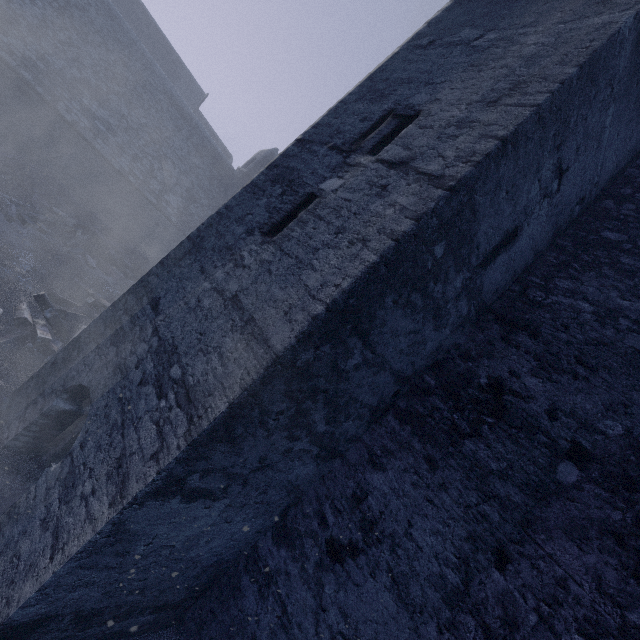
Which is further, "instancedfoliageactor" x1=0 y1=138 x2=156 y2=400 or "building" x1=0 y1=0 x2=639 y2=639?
"instancedfoliageactor" x1=0 y1=138 x2=156 y2=400

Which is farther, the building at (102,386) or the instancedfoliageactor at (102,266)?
the instancedfoliageactor at (102,266)

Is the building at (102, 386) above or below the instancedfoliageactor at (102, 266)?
above

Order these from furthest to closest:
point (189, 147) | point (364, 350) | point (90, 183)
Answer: point (189, 147), point (90, 183), point (364, 350)

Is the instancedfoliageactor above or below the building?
below
